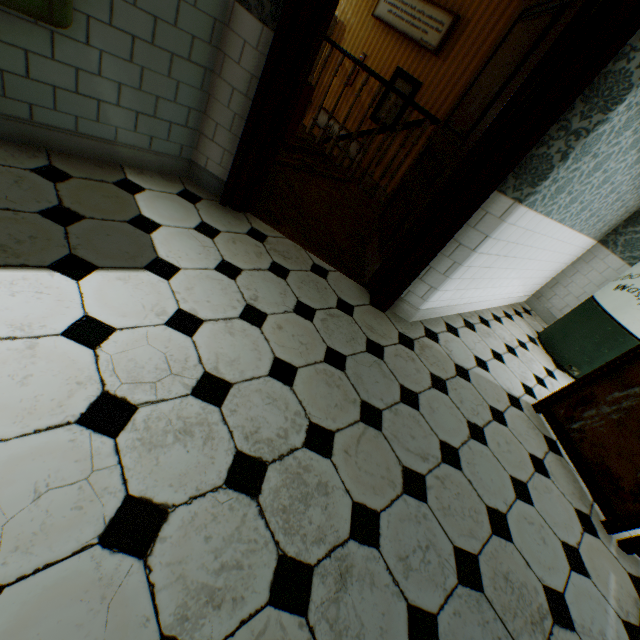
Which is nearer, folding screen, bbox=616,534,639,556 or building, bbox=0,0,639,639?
building, bbox=0,0,639,639

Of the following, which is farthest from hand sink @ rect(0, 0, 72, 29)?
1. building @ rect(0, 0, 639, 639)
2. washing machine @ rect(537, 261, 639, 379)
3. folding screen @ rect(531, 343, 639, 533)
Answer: washing machine @ rect(537, 261, 639, 379)

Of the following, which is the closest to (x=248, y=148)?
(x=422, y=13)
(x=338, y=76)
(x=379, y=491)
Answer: (x=379, y=491)

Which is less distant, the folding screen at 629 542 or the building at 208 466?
the building at 208 466

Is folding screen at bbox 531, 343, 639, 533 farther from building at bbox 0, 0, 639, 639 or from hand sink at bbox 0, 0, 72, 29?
hand sink at bbox 0, 0, 72, 29

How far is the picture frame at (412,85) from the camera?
6.0 meters

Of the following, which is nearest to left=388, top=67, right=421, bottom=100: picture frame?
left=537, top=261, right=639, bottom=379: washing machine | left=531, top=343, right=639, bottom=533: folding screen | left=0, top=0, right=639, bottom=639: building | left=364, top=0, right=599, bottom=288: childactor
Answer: left=0, top=0, right=639, bottom=639: building

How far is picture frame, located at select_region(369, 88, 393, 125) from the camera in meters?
6.5 m
